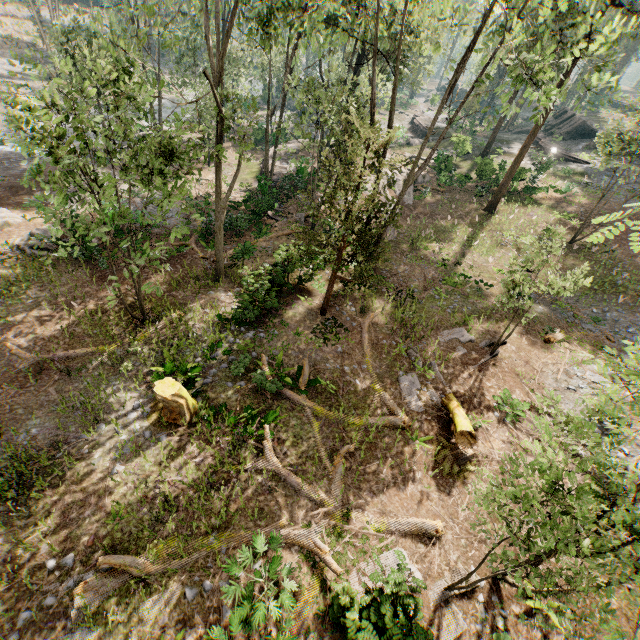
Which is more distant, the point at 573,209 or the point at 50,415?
the point at 573,209

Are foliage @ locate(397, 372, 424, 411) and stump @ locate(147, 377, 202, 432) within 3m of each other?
no

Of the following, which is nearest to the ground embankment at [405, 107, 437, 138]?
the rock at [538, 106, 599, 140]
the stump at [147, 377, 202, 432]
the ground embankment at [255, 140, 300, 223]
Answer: the ground embankment at [255, 140, 300, 223]

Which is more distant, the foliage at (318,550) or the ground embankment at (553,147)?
the ground embankment at (553,147)

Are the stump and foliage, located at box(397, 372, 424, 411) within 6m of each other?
no

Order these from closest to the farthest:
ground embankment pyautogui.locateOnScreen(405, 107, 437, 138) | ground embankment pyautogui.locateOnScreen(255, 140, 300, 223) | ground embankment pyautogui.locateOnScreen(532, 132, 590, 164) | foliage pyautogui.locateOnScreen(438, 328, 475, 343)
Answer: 1. foliage pyautogui.locateOnScreen(438, 328, 475, 343)
2. ground embankment pyautogui.locateOnScreen(255, 140, 300, 223)
3. ground embankment pyautogui.locateOnScreen(532, 132, 590, 164)
4. ground embankment pyautogui.locateOnScreen(405, 107, 437, 138)

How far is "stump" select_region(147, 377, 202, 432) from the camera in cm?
1052

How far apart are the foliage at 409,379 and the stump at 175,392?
7.9 meters
